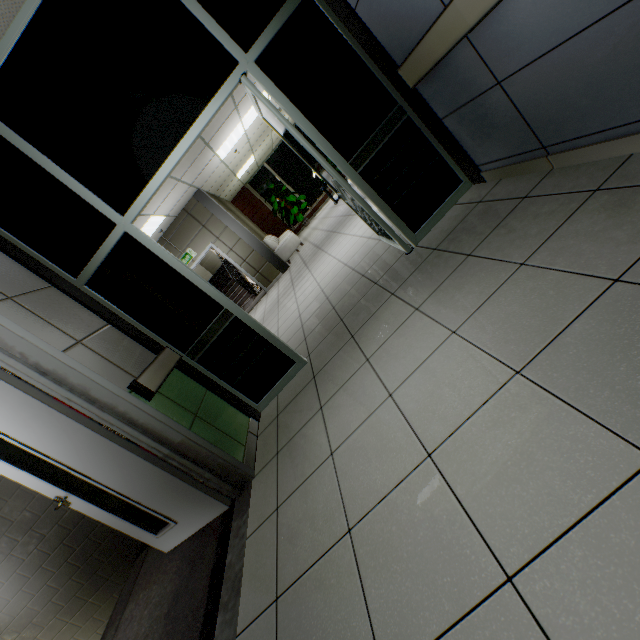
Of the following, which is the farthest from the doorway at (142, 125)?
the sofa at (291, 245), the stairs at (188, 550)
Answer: the sofa at (291, 245)

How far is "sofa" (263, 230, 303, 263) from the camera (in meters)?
10.02

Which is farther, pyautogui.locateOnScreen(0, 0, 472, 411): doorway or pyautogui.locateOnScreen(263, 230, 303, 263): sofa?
pyautogui.locateOnScreen(263, 230, 303, 263): sofa

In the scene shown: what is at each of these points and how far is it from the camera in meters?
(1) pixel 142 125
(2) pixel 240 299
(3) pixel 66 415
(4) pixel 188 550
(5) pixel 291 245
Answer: (1) doorway, 2.5 m
(2) stairs, 12.0 m
(3) door, 2.1 m
(4) stairs, 2.5 m
(5) sofa, 10.1 m

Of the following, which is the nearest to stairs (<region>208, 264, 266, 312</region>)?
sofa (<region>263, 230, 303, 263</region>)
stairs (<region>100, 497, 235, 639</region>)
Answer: sofa (<region>263, 230, 303, 263</region>)

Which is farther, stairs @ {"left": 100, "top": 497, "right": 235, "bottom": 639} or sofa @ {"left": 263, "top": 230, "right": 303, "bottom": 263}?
sofa @ {"left": 263, "top": 230, "right": 303, "bottom": 263}

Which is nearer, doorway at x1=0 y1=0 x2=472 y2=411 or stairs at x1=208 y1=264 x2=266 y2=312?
doorway at x1=0 y1=0 x2=472 y2=411

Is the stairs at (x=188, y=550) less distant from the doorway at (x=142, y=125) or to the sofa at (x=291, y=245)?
the doorway at (x=142, y=125)
